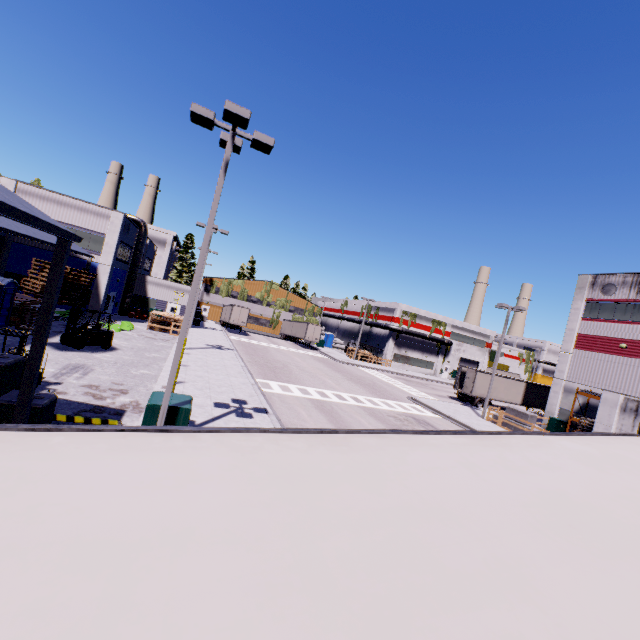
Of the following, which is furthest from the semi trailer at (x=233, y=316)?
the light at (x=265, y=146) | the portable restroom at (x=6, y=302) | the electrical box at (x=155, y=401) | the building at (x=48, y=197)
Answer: the portable restroom at (x=6, y=302)

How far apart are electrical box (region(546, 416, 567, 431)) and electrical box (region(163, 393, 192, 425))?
30.9 meters

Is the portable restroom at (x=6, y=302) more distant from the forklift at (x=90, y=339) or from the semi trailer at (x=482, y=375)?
the semi trailer at (x=482, y=375)

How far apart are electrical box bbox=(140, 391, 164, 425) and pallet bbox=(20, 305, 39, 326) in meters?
15.2 m

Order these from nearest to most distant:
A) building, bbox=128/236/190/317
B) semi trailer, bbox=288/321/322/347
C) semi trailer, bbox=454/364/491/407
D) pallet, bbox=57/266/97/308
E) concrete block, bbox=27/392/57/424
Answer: concrete block, bbox=27/392/57/424, pallet, bbox=57/266/97/308, semi trailer, bbox=454/364/491/407, building, bbox=128/236/190/317, semi trailer, bbox=288/321/322/347

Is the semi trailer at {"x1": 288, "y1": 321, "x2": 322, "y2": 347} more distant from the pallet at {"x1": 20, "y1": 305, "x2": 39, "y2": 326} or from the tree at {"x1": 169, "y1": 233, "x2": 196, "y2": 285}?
the pallet at {"x1": 20, "y1": 305, "x2": 39, "y2": 326}

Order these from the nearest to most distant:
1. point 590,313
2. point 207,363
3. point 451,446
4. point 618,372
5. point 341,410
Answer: point 451,446 < point 341,410 < point 207,363 < point 618,372 < point 590,313
